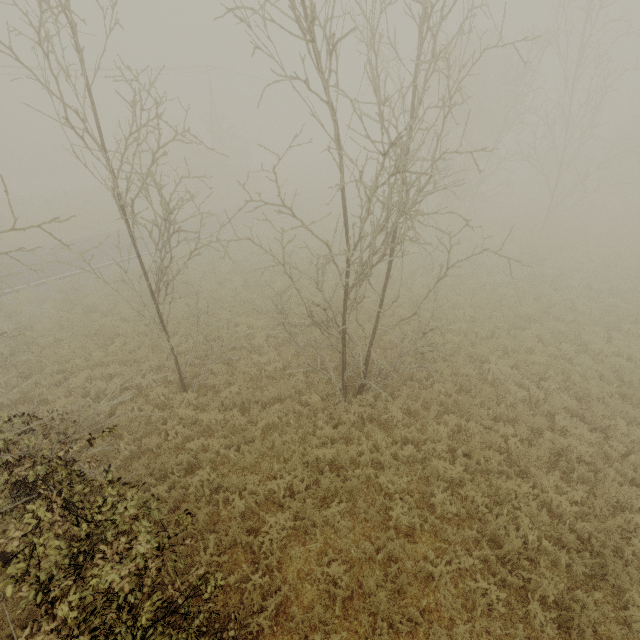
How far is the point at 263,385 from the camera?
10.19m
